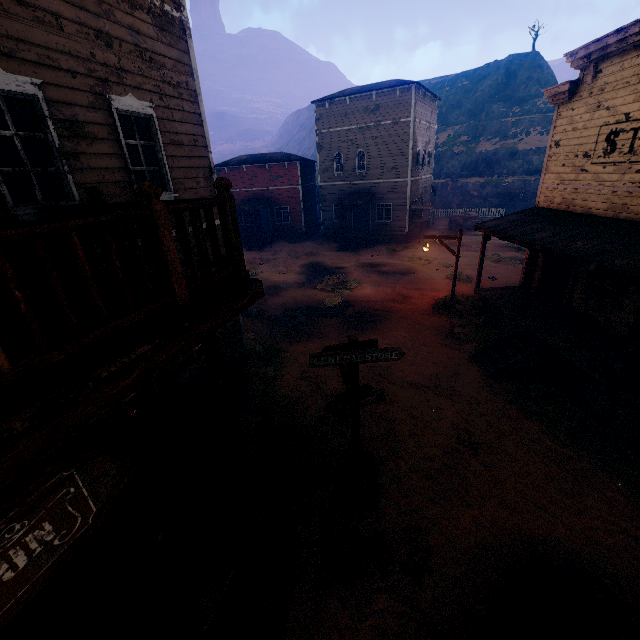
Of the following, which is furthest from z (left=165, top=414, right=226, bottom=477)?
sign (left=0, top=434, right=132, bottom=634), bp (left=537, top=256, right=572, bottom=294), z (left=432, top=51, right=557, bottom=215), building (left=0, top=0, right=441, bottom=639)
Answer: sign (left=0, top=434, right=132, bottom=634)

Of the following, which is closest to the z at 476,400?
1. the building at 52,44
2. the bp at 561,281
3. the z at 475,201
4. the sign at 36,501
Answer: the building at 52,44

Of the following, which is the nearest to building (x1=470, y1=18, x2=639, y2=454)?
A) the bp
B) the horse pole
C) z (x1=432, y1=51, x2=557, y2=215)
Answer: the bp

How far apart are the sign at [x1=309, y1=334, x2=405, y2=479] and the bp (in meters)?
9.89

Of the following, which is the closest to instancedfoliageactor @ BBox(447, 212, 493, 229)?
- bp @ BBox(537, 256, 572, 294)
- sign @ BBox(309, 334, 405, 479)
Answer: bp @ BBox(537, 256, 572, 294)

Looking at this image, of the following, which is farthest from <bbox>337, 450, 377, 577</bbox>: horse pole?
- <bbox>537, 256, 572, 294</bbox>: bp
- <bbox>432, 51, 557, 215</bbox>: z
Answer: <bbox>432, 51, 557, 215</bbox>: z

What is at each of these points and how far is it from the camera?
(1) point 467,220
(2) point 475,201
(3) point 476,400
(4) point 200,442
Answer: (1) instancedfoliageactor, 30.84m
(2) z, 37.81m
(3) z, 8.88m
(4) z, 7.62m

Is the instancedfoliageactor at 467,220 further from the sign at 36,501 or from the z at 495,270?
the sign at 36,501
